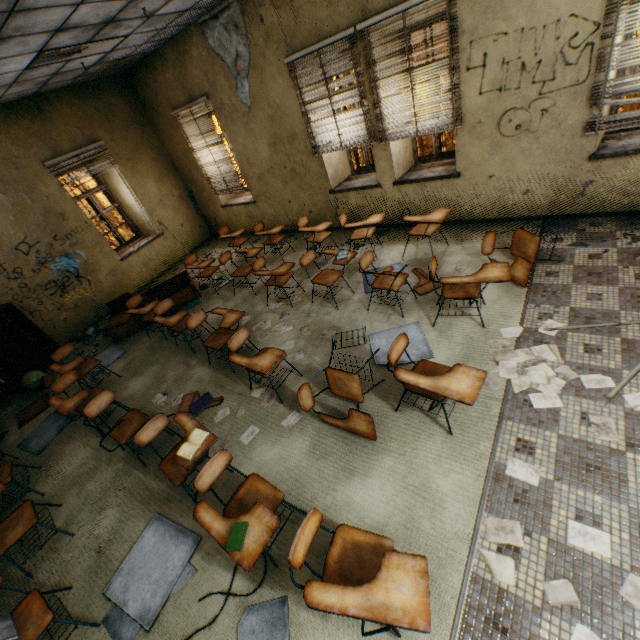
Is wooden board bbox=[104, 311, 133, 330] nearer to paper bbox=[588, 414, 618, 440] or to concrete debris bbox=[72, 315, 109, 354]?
concrete debris bbox=[72, 315, 109, 354]

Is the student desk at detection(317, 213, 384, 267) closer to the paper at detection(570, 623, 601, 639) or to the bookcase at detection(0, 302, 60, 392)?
the paper at detection(570, 623, 601, 639)

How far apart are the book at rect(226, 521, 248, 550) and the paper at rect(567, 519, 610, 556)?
2.1 meters

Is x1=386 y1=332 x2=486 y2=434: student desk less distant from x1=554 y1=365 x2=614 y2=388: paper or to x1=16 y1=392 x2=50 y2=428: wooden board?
x1=554 y1=365 x2=614 y2=388: paper

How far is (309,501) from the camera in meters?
2.8

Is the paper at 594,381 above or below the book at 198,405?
below

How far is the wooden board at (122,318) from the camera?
6.0 meters

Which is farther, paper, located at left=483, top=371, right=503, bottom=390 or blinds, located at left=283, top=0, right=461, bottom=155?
blinds, located at left=283, top=0, right=461, bottom=155
